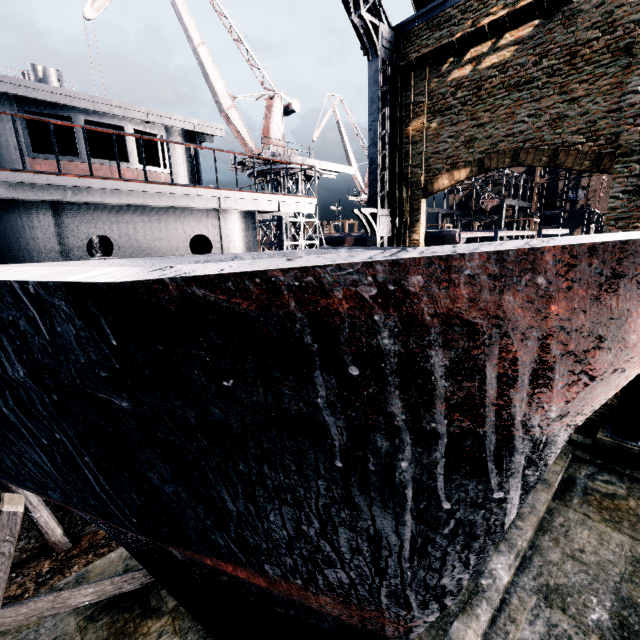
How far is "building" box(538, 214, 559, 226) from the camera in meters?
56.8

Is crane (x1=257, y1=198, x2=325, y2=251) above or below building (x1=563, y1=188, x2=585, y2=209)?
below

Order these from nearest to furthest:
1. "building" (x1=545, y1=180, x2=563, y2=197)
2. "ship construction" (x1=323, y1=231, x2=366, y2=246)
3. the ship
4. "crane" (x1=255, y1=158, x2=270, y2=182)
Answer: the ship
"crane" (x1=255, y1=158, x2=270, y2=182)
"ship construction" (x1=323, y1=231, x2=366, y2=246)
"building" (x1=545, y1=180, x2=563, y2=197)

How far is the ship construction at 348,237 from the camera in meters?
30.1

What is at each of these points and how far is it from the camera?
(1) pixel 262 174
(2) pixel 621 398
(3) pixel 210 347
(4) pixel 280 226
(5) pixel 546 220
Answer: (1) crane, 28.47m
(2) building, 11.68m
(3) ship, 2.31m
(4) crane, 28.12m
(5) building, 57.88m

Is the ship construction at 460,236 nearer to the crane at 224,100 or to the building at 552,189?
the crane at 224,100

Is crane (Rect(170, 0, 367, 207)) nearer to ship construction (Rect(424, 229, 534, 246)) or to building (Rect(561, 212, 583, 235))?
ship construction (Rect(424, 229, 534, 246))

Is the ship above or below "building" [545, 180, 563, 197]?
below
